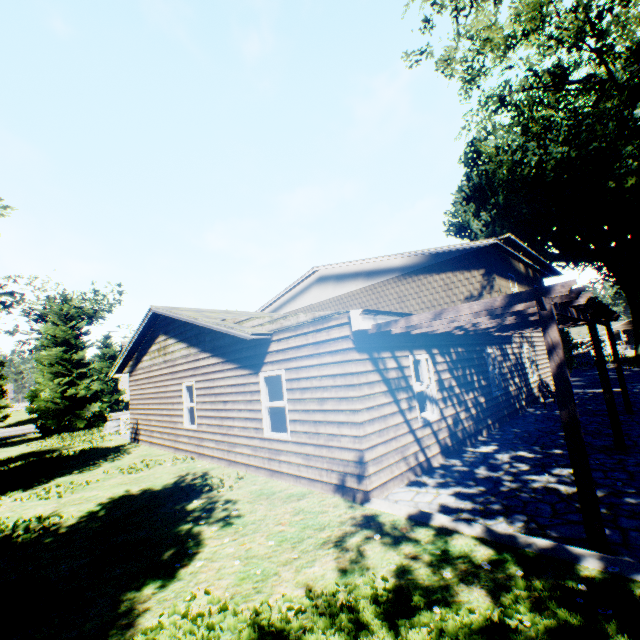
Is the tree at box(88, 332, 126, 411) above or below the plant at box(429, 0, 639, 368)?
below

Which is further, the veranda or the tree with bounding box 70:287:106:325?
the tree with bounding box 70:287:106:325

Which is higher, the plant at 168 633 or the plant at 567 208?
the plant at 567 208

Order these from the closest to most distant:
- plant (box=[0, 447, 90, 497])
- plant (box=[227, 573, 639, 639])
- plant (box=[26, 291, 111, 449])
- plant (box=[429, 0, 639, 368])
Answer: plant (box=[227, 573, 639, 639]), plant (box=[0, 447, 90, 497]), plant (box=[429, 0, 639, 368]), plant (box=[26, 291, 111, 449])

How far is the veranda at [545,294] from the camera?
3.8 meters

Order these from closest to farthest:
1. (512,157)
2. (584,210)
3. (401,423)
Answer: (401,423) < (584,210) < (512,157)

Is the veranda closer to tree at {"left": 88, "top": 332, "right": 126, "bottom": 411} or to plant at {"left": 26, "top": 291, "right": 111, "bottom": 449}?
tree at {"left": 88, "top": 332, "right": 126, "bottom": 411}
